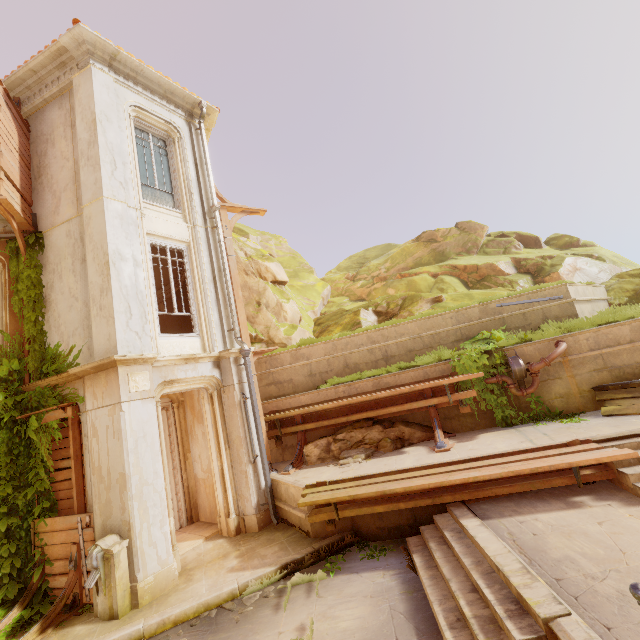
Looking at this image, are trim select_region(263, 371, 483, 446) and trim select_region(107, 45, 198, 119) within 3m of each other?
no

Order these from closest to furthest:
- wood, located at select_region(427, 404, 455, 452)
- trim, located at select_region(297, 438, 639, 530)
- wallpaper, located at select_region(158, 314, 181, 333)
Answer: trim, located at select_region(297, 438, 639, 530) < wood, located at select_region(427, 404, 455, 452) < wallpaper, located at select_region(158, 314, 181, 333)

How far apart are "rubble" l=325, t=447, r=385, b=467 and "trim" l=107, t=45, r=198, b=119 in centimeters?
1132cm

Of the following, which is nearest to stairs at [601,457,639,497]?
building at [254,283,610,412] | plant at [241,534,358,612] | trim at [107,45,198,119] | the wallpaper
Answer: building at [254,283,610,412]

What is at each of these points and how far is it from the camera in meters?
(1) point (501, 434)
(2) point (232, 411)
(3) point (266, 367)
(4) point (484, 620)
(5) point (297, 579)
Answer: (1) building, 7.6
(2) column, 8.5
(3) building, 11.3
(4) stairs, 3.6
(5) plant, 5.7

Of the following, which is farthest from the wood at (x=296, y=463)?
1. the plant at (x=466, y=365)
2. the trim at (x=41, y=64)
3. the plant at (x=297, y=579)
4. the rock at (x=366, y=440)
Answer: the trim at (x=41, y=64)

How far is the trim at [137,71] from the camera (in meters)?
8.71

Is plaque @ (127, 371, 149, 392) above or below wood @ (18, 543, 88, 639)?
above
